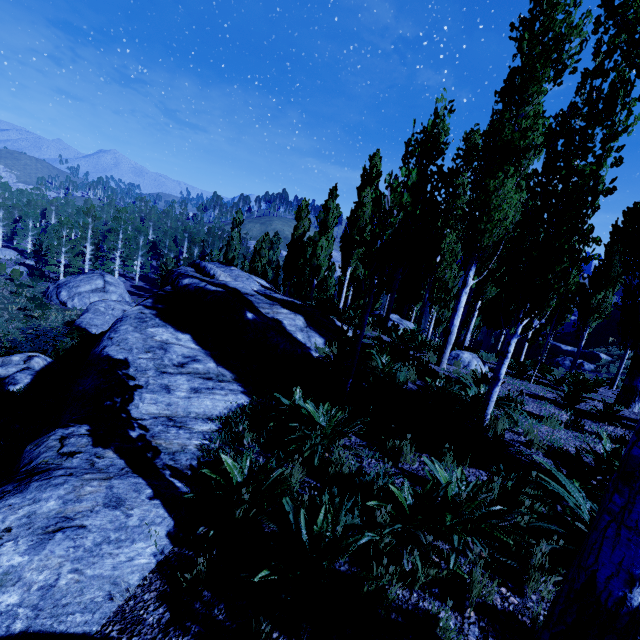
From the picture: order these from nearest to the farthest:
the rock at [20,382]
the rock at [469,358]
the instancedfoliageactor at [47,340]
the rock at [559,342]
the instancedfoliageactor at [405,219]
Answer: the instancedfoliageactor at [405,219] → the rock at [20,382] → the rock at [469,358] → the instancedfoliageactor at [47,340] → the rock at [559,342]

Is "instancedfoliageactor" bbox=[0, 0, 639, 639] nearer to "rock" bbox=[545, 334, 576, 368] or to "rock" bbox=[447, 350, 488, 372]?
"rock" bbox=[447, 350, 488, 372]

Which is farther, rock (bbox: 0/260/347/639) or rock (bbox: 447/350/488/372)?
rock (bbox: 447/350/488/372)

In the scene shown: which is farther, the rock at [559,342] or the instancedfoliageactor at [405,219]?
the rock at [559,342]

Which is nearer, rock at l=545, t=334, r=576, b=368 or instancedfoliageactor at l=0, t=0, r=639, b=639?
instancedfoliageactor at l=0, t=0, r=639, b=639

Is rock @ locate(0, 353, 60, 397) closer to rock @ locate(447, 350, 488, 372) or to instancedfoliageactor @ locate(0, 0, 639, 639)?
instancedfoliageactor @ locate(0, 0, 639, 639)

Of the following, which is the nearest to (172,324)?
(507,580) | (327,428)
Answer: (327,428)
